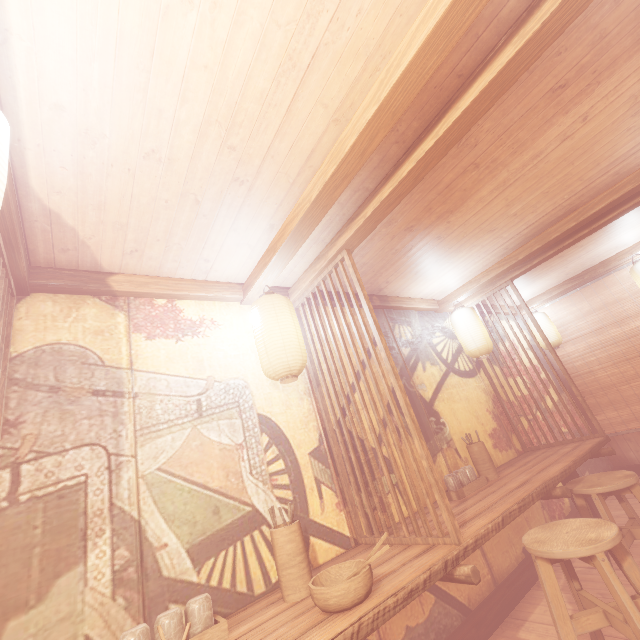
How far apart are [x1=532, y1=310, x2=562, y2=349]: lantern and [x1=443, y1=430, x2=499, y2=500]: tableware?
6.15m

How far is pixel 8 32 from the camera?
1.9m

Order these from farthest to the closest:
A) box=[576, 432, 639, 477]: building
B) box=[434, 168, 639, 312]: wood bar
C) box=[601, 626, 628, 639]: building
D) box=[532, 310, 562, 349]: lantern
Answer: box=[532, 310, 562, 349]: lantern < box=[576, 432, 639, 477]: building < box=[434, 168, 639, 312]: wood bar < box=[601, 626, 628, 639]: building

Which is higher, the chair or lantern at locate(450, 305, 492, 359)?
lantern at locate(450, 305, 492, 359)

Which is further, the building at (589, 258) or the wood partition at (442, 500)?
the building at (589, 258)

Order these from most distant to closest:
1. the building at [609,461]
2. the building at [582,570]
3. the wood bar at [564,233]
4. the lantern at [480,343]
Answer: the building at [609,461] < the lantern at [480,343] < the wood bar at [564,233] < the building at [582,570]

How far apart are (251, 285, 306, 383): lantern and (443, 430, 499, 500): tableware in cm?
286

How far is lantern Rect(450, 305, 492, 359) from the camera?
6.8 meters
